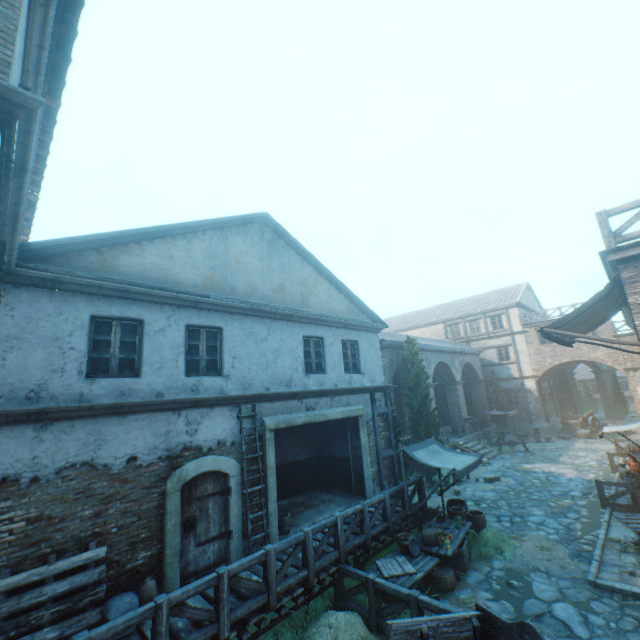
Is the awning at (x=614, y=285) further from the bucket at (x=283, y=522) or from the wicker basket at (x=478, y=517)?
the bucket at (x=283, y=522)

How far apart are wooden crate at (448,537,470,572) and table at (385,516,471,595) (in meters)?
0.12

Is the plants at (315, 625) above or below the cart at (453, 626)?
below

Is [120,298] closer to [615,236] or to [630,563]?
[615,236]

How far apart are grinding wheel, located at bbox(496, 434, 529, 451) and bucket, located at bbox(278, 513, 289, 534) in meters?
18.4 m

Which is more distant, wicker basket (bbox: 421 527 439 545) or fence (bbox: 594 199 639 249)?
Answer: wicker basket (bbox: 421 527 439 545)

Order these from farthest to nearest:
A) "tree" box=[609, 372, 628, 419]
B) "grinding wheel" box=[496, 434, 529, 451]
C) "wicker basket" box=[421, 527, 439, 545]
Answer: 1. "tree" box=[609, 372, 628, 419]
2. "grinding wheel" box=[496, 434, 529, 451]
3. "wicker basket" box=[421, 527, 439, 545]

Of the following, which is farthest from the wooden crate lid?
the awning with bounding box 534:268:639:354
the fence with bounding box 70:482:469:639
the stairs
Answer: the stairs
